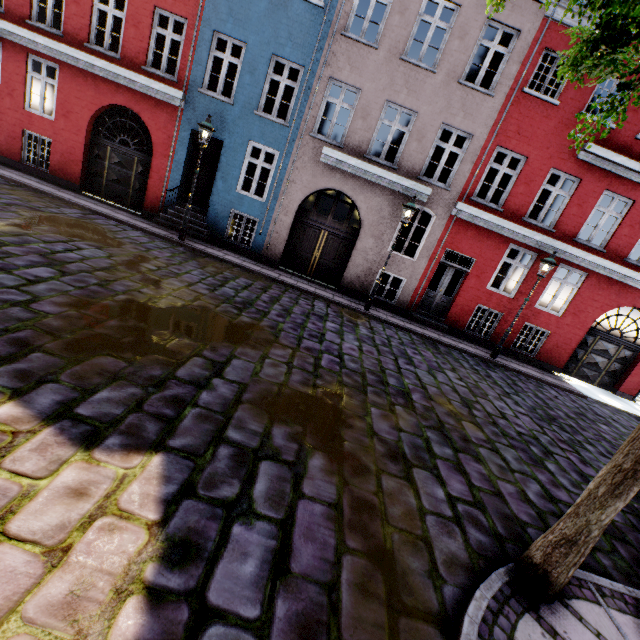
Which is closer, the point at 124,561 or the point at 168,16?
the point at 124,561

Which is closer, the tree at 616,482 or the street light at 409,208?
the tree at 616,482

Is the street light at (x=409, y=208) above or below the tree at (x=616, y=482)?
above

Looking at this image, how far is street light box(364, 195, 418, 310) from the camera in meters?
9.9 m

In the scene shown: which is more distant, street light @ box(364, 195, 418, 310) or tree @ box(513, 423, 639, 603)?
street light @ box(364, 195, 418, 310)

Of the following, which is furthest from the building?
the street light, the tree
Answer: the tree

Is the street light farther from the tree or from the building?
the tree

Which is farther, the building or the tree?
the building
